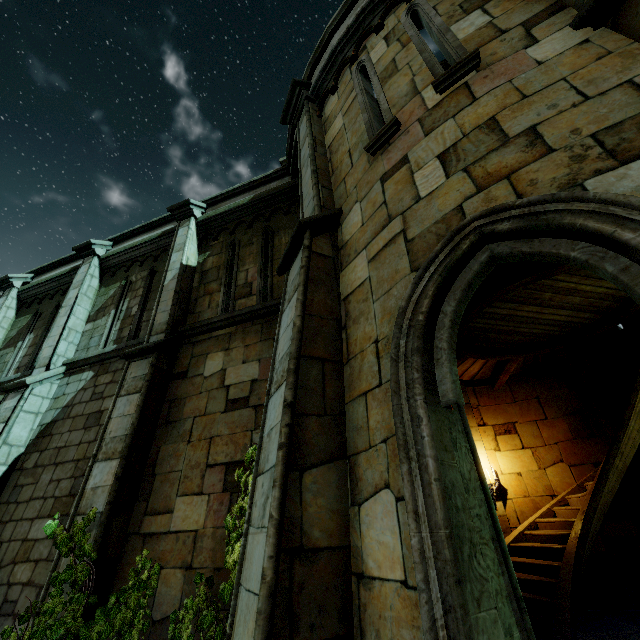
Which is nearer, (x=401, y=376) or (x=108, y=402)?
(x=401, y=376)

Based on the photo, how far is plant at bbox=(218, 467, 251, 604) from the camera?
3.8m

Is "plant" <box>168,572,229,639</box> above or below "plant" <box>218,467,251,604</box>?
below

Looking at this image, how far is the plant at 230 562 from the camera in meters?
3.8

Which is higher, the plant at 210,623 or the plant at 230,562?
the plant at 230,562
